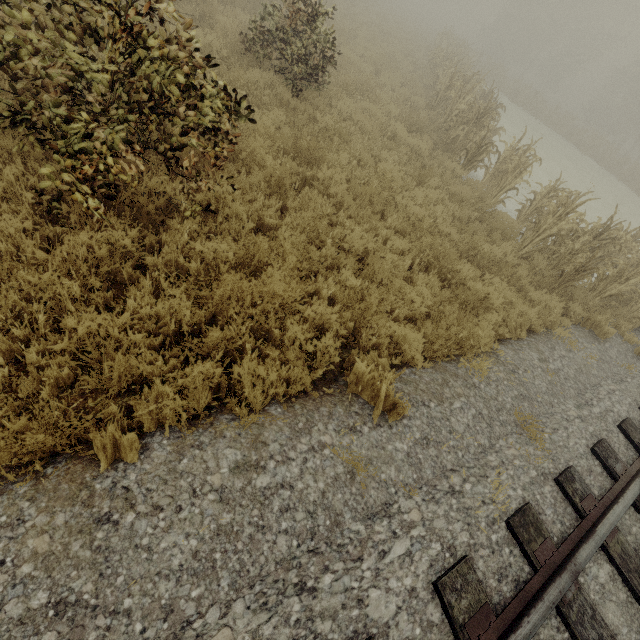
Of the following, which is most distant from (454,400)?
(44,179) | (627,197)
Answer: (627,197)
